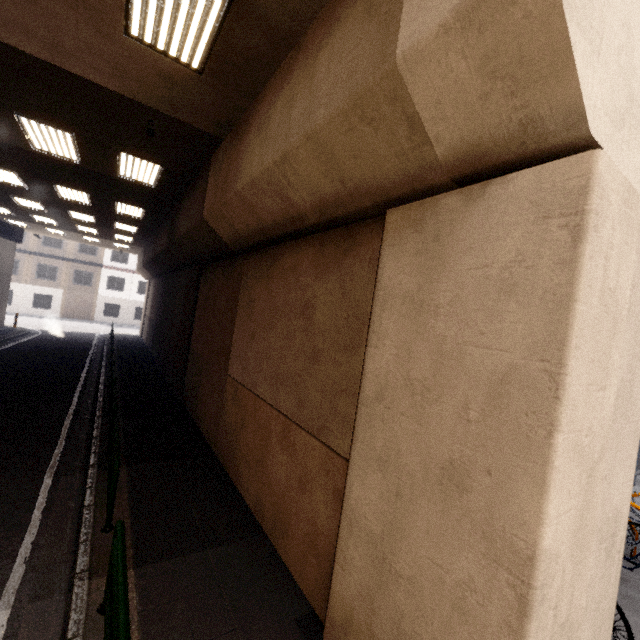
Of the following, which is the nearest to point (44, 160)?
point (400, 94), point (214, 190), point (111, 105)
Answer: point (111, 105)

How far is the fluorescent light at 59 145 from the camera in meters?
6.9 m

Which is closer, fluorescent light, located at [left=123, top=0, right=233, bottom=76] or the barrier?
the barrier

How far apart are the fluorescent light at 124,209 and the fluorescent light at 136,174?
3.3 meters

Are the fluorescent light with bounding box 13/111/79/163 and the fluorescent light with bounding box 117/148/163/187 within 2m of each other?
yes

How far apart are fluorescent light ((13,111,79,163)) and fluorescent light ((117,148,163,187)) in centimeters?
85cm

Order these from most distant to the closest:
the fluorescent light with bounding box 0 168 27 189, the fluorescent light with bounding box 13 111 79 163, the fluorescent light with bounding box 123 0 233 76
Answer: the fluorescent light with bounding box 0 168 27 189, the fluorescent light with bounding box 13 111 79 163, the fluorescent light with bounding box 123 0 233 76

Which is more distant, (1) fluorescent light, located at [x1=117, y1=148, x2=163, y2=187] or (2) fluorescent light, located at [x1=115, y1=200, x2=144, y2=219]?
(2) fluorescent light, located at [x1=115, y1=200, x2=144, y2=219]
